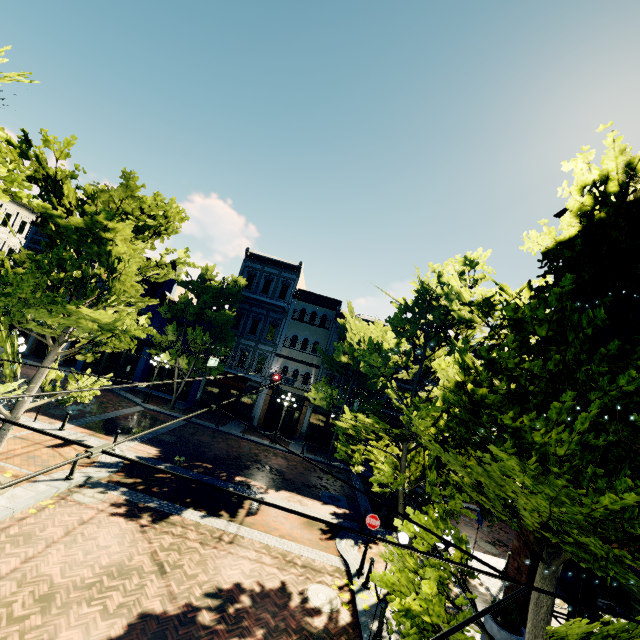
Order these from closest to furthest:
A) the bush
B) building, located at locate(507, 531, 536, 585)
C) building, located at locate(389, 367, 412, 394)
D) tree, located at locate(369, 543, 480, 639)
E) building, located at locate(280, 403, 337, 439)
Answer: tree, located at locate(369, 543, 480, 639) < the bush < building, located at locate(507, 531, 536, 585) < building, located at locate(389, 367, 412, 394) < building, located at locate(280, 403, 337, 439)

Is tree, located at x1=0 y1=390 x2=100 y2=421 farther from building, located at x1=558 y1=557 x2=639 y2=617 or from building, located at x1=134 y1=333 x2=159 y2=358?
building, located at x1=558 y1=557 x2=639 y2=617

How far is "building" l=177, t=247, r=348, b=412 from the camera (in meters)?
27.19

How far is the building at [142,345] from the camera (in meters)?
27.27

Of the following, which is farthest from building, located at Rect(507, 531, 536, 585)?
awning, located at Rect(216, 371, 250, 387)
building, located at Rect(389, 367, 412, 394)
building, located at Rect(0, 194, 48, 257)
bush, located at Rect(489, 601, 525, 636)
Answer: awning, located at Rect(216, 371, 250, 387)

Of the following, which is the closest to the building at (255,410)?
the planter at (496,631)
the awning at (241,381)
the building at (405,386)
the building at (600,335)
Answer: the awning at (241,381)

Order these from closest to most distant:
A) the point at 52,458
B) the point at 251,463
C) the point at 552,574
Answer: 1. the point at 552,574
2. the point at 52,458
3. the point at 251,463
